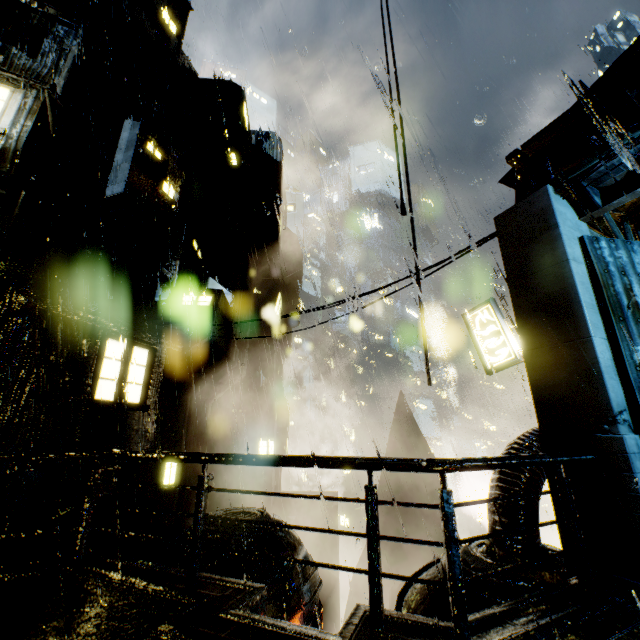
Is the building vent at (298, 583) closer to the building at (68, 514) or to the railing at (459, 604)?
the building at (68, 514)

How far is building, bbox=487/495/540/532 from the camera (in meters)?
5.77

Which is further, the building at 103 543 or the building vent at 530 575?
the building at 103 543

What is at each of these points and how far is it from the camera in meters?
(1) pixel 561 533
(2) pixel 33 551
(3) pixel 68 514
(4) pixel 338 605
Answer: (1) building, 5.1
(2) building, 9.4
(3) building, 11.4
(4) building, 13.8

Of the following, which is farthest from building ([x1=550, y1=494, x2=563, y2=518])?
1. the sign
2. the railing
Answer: the sign
